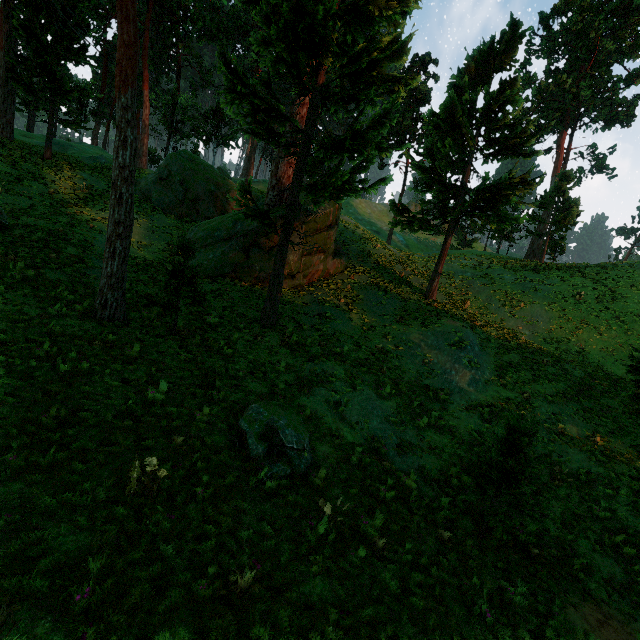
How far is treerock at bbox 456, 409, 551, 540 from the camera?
7.75m

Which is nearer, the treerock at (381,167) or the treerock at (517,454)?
the treerock at (517,454)

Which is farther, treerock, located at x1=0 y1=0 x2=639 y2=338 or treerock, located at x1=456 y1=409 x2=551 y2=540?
treerock, located at x1=0 y1=0 x2=639 y2=338

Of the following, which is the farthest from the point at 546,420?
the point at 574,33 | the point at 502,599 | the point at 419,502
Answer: the point at 574,33
